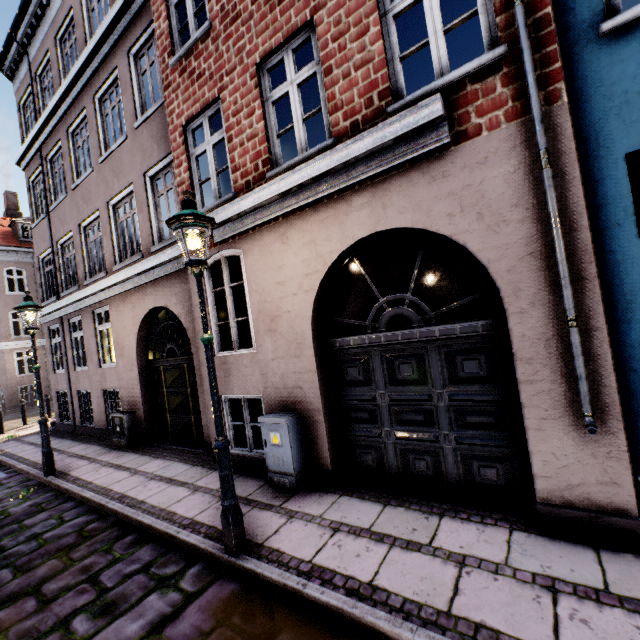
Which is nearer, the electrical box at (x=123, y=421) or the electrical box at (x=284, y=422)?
the electrical box at (x=284, y=422)

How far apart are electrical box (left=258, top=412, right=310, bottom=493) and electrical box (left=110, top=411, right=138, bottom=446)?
5.35m

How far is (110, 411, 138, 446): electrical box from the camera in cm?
826

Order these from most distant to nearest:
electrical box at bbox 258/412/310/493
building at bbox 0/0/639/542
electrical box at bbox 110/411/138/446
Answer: electrical box at bbox 110/411/138/446
electrical box at bbox 258/412/310/493
building at bbox 0/0/639/542

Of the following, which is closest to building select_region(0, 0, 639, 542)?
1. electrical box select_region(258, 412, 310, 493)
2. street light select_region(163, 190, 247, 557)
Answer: electrical box select_region(258, 412, 310, 493)

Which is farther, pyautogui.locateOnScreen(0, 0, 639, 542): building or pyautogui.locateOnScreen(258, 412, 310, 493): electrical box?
pyautogui.locateOnScreen(258, 412, 310, 493): electrical box

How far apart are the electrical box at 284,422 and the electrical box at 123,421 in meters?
5.3

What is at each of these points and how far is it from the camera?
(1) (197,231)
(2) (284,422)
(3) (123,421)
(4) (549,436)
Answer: (1) street light, 3.42m
(2) electrical box, 4.54m
(3) electrical box, 8.24m
(4) building, 3.15m
